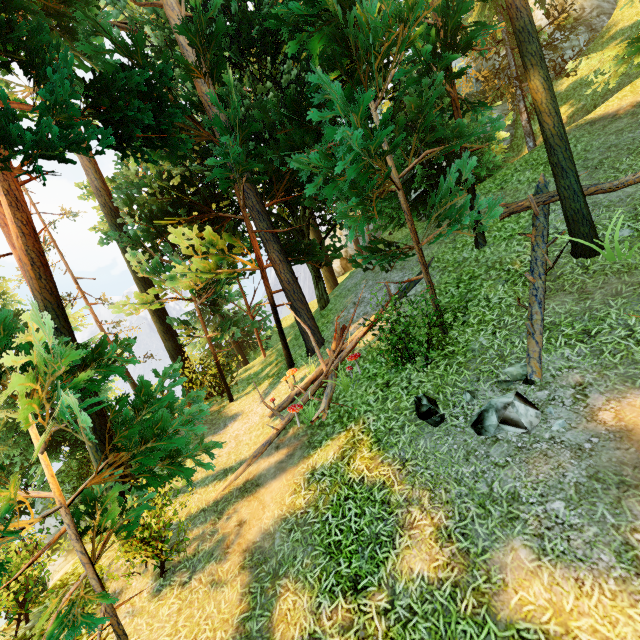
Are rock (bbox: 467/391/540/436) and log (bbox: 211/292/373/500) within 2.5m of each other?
no

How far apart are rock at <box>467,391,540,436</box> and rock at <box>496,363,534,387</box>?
0.25m

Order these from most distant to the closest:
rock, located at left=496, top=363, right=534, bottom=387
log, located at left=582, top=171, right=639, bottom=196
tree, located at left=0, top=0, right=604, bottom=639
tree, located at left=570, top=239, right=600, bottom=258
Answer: log, located at left=582, top=171, right=639, bottom=196
tree, located at left=570, top=239, right=600, bottom=258
rock, located at left=496, top=363, right=534, bottom=387
tree, located at left=0, top=0, right=604, bottom=639

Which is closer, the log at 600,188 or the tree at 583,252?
the tree at 583,252

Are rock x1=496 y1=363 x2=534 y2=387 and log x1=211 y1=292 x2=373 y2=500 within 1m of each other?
no

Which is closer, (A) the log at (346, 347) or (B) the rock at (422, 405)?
(B) the rock at (422, 405)

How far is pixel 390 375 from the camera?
7.5 meters

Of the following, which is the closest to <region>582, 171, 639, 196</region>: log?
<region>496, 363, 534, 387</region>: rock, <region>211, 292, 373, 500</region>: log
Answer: <region>496, 363, 534, 387</region>: rock
